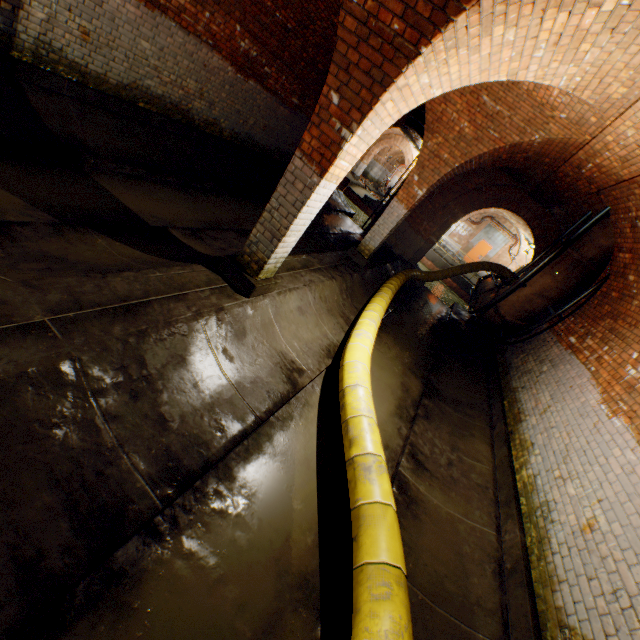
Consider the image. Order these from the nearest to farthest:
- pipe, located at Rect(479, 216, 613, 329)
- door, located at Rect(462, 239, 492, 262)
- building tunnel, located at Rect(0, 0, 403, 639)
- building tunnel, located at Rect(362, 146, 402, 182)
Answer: building tunnel, located at Rect(0, 0, 403, 639) → pipe, located at Rect(479, 216, 613, 329) → door, located at Rect(462, 239, 492, 262) → building tunnel, located at Rect(362, 146, 402, 182)

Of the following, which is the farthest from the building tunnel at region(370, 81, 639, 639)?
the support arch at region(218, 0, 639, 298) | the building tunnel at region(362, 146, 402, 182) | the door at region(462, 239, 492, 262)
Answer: the building tunnel at region(362, 146, 402, 182)

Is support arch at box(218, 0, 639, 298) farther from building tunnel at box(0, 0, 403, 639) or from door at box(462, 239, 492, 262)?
door at box(462, 239, 492, 262)

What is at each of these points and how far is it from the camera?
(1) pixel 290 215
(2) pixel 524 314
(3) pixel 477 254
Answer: (1) support arch, 3.91m
(2) pipe, 7.93m
(3) door, 25.03m

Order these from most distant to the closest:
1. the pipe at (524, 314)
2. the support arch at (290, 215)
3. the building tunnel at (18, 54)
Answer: the pipe at (524, 314) < the support arch at (290, 215) < the building tunnel at (18, 54)

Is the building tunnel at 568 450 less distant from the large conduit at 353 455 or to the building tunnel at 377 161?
the large conduit at 353 455

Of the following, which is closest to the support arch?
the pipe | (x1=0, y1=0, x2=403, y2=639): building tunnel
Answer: (x1=0, y1=0, x2=403, y2=639): building tunnel

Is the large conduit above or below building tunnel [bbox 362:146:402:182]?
below
